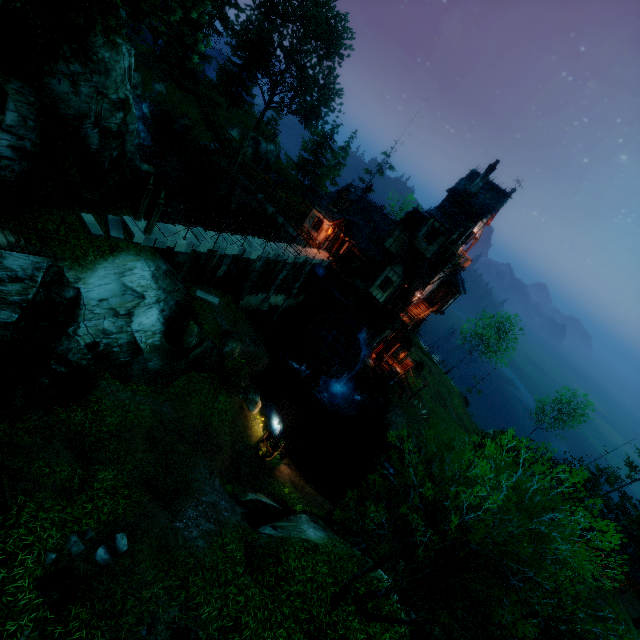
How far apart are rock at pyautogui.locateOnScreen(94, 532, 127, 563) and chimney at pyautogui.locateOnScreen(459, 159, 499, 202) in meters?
29.4

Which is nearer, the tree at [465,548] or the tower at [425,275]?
the tree at [465,548]

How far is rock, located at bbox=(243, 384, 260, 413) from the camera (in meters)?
21.27

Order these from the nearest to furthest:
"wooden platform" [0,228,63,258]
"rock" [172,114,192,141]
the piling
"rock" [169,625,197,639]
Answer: "rock" [169,625,197,639] → "wooden platform" [0,228,63,258] → the piling → "rock" [172,114,192,141]

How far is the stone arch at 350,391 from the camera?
32.7m

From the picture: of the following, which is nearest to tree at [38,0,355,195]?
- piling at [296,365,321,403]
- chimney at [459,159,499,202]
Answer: piling at [296,365,321,403]

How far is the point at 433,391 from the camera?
41.0 meters

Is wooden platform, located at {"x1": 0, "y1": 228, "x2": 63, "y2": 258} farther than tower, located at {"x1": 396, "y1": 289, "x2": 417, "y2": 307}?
No
